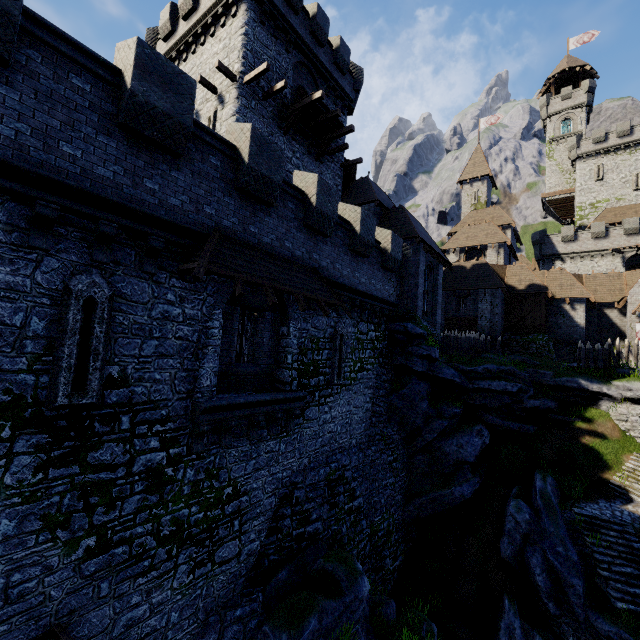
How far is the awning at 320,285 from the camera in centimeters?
777cm

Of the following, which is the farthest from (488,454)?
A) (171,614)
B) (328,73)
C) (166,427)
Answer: (328,73)

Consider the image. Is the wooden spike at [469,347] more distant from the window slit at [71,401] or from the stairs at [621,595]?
the window slit at [71,401]

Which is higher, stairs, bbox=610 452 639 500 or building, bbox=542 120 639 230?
building, bbox=542 120 639 230

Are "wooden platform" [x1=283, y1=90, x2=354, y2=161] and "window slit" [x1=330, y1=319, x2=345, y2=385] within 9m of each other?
no

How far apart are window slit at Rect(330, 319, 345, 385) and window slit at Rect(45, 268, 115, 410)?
8.2 meters

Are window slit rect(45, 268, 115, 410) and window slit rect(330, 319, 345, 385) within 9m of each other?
yes

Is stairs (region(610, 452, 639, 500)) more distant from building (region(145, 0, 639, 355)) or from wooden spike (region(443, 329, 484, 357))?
building (region(145, 0, 639, 355))
